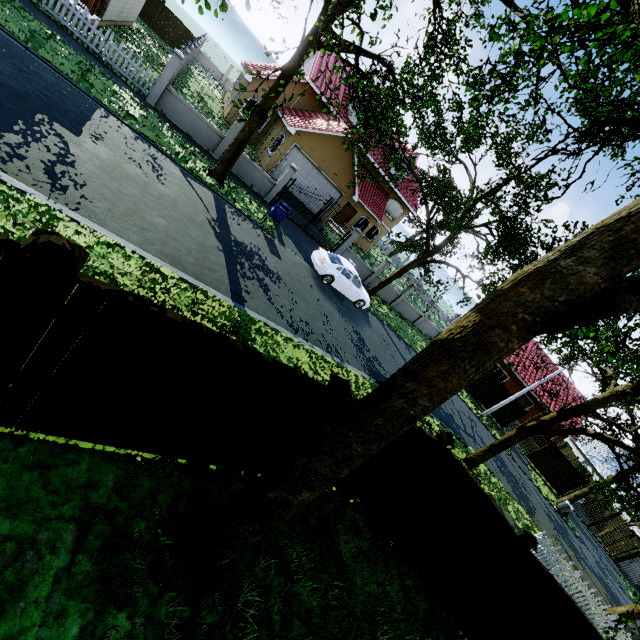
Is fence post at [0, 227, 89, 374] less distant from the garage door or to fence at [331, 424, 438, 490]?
fence at [331, 424, 438, 490]

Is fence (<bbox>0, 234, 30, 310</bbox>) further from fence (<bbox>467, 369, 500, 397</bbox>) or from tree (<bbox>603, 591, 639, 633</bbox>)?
fence (<bbox>467, 369, 500, 397</bbox>)

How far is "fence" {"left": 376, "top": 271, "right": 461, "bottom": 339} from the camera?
25.55m

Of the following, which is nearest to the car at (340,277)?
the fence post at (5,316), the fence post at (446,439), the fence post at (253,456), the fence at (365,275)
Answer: the fence at (365,275)

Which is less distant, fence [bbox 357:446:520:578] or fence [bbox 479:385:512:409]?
fence [bbox 357:446:520:578]

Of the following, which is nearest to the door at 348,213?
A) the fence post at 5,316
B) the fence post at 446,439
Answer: the fence post at 446,439

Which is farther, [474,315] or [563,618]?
[563,618]

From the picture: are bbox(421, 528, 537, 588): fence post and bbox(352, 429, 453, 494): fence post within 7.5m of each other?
yes
